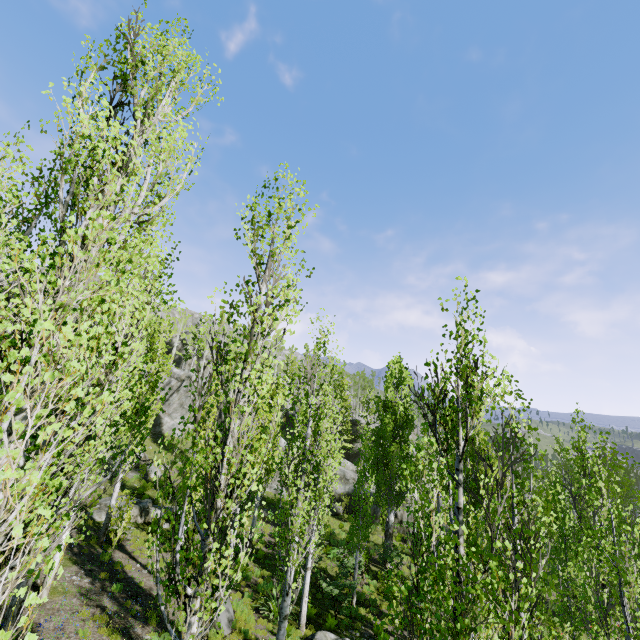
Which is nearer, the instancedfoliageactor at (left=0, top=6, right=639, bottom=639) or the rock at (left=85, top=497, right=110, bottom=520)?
the instancedfoliageactor at (left=0, top=6, right=639, bottom=639)

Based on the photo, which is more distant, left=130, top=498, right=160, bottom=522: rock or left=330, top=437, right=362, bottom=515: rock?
left=330, top=437, right=362, bottom=515: rock

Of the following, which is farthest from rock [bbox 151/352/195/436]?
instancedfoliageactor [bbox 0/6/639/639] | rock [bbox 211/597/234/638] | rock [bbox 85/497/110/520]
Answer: rock [bbox 211/597/234/638]

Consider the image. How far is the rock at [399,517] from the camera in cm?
2858

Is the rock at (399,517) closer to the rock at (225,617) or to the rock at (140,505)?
the rock at (140,505)

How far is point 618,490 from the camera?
6.6 meters

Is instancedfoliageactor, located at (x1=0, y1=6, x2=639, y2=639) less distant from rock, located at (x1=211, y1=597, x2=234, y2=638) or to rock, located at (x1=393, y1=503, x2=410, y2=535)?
rock, located at (x1=393, y1=503, x2=410, y2=535)
